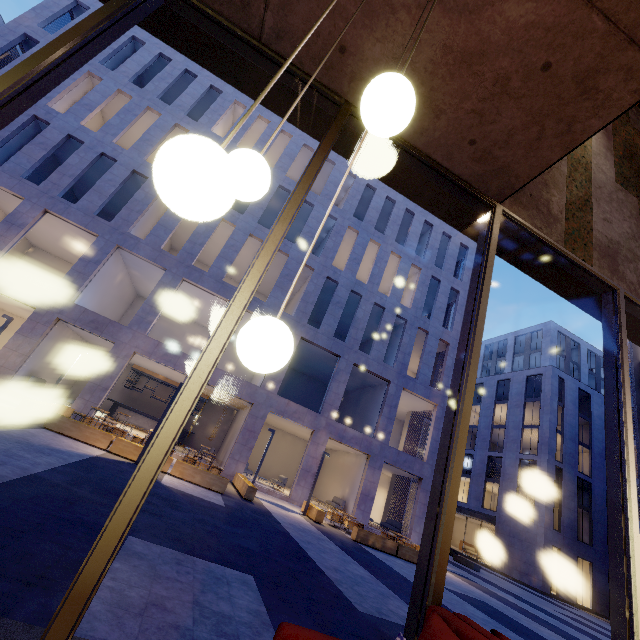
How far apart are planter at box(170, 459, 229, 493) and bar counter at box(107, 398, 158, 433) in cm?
1171

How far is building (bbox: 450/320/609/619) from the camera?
28.4m

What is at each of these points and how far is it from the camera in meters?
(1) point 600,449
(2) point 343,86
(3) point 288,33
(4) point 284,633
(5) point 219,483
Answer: (1) building, 33.6 m
(2) building, 3.2 m
(3) building, 2.9 m
(4) couch, 1.6 m
(5) planter, 11.4 m

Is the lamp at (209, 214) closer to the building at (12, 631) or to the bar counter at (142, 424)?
the building at (12, 631)

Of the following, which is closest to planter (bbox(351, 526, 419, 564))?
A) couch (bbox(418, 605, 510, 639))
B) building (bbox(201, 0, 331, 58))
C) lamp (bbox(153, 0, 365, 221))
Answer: building (bbox(201, 0, 331, 58))

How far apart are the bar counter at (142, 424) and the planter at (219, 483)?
11.7m

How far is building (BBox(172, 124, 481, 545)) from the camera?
18.2m

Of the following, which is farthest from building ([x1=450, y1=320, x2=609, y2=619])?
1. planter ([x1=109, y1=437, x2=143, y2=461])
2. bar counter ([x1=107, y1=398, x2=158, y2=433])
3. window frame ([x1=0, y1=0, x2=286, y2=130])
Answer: window frame ([x1=0, y1=0, x2=286, y2=130])
